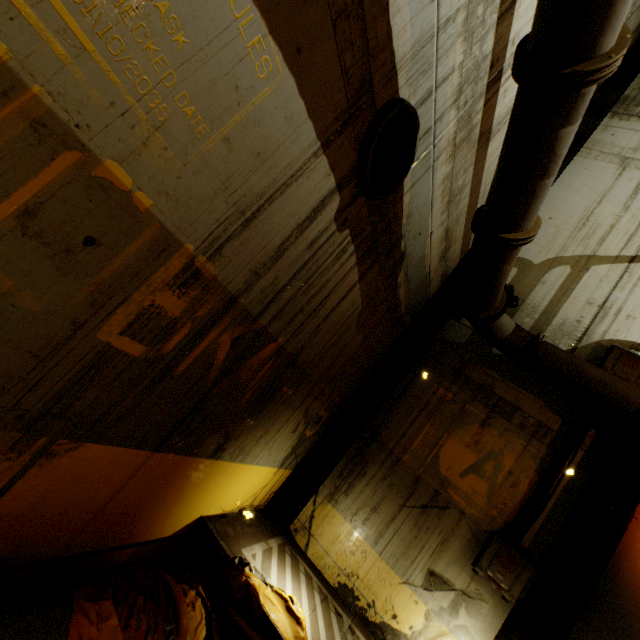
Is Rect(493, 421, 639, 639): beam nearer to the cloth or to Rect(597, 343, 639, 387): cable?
Rect(597, 343, 639, 387): cable

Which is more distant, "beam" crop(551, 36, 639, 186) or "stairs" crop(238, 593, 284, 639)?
"beam" crop(551, 36, 639, 186)

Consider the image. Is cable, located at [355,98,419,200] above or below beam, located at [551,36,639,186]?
below

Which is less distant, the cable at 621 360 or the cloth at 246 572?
the cloth at 246 572

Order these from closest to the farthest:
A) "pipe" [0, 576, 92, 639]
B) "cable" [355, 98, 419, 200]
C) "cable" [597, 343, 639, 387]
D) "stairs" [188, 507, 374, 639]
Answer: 1. "pipe" [0, 576, 92, 639]
2. "cable" [355, 98, 419, 200]
3. "stairs" [188, 507, 374, 639]
4. "cable" [597, 343, 639, 387]

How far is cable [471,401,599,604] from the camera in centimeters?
420cm

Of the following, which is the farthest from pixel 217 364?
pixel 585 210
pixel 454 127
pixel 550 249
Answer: pixel 585 210

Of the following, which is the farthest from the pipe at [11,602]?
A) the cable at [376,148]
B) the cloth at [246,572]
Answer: the cable at [376,148]
